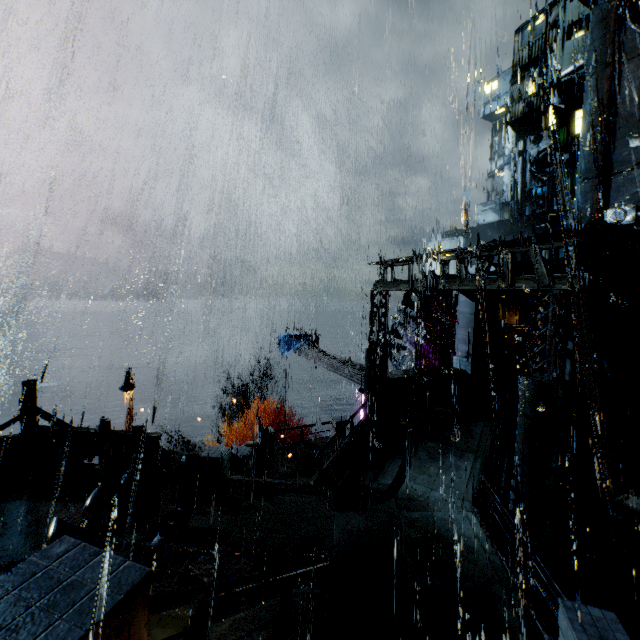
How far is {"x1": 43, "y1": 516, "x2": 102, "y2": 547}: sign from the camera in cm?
709

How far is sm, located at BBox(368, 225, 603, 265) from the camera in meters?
10.9 m

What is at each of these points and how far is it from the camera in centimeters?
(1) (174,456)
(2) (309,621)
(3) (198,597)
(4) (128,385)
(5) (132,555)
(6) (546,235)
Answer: (1) building, 2859cm
(2) building, 532cm
(3) railing, 270cm
(4) street light, 1903cm
(5) building, 838cm
(6) sm, 1423cm

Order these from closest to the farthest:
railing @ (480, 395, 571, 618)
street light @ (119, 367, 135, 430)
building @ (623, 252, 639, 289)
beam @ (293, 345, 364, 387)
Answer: railing @ (480, 395, 571, 618) → building @ (623, 252, 639, 289) → beam @ (293, 345, 364, 387) → street light @ (119, 367, 135, 430)

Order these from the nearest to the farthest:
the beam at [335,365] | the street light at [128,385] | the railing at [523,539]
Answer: the railing at [523,539] < the beam at [335,365] < the street light at [128,385]

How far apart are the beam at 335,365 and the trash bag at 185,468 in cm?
853

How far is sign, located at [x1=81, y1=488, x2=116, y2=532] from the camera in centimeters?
845cm

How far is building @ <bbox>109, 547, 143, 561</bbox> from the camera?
8.30m
